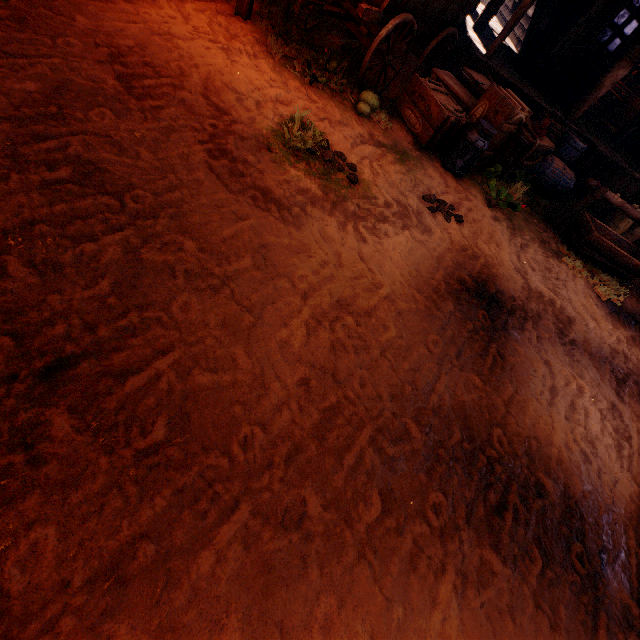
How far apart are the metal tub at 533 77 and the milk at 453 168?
3.7m

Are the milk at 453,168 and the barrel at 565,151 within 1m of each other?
no

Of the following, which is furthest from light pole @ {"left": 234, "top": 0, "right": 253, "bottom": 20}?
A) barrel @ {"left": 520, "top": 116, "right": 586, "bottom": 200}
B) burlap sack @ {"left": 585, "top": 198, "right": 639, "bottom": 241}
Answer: burlap sack @ {"left": 585, "top": 198, "right": 639, "bottom": 241}

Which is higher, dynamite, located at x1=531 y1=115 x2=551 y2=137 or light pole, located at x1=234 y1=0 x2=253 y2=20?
dynamite, located at x1=531 y1=115 x2=551 y2=137

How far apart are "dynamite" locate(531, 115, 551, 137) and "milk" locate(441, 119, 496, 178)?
1.2m

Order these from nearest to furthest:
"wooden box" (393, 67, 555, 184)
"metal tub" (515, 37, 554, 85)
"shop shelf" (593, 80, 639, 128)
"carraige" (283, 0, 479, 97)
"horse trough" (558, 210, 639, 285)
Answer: "carraige" (283, 0, 479, 97) → "wooden box" (393, 67, 555, 184) → "horse trough" (558, 210, 639, 285) → "metal tub" (515, 37, 554, 85) → "shop shelf" (593, 80, 639, 128)

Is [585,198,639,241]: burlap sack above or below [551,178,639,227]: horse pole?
below

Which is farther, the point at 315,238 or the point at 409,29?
the point at 409,29
